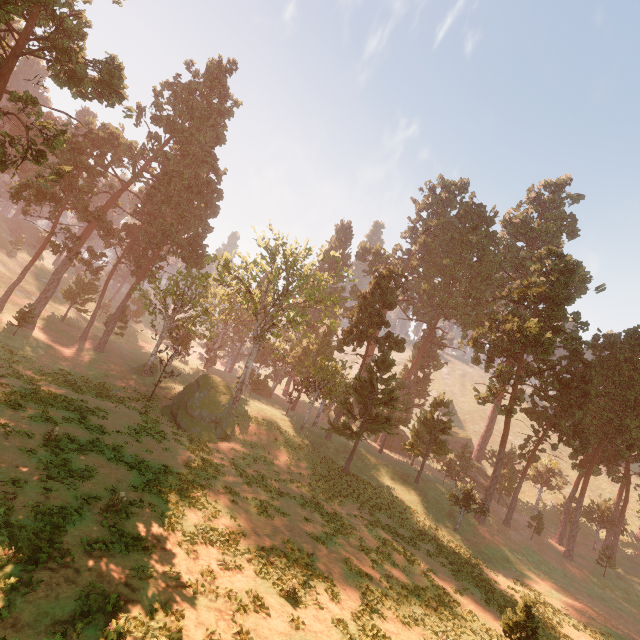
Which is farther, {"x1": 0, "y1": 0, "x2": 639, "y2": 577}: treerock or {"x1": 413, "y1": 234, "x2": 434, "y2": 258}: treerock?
{"x1": 413, "y1": 234, "x2": 434, "y2": 258}: treerock

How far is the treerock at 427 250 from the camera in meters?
56.8 m

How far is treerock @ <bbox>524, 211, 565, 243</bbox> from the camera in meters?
57.8 m

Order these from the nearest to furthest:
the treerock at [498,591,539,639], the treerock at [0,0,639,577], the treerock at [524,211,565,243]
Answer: the treerock at [498,591,539,639] < the treerock at [0,0,639,577] < the treerock at [524,211,565,243]

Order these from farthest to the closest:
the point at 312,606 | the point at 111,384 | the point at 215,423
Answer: the point at 111,384 → the point at 215,423 → the point at 312,606
